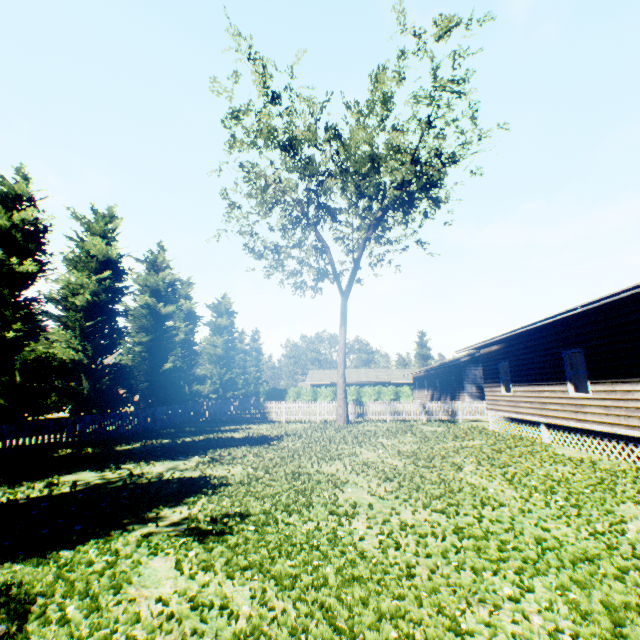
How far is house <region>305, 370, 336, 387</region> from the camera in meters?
50.7

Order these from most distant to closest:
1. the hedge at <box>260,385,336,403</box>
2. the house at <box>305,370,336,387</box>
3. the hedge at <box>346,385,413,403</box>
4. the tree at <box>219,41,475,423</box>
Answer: the house at <box>305,370,336,387</box> → the hedge at <box>260,385,336,403</box> → the hedge at <box>346,385,413,403</box> → the tree at <box>219,41,475,423</box>

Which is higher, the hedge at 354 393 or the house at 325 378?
the house at 325 378

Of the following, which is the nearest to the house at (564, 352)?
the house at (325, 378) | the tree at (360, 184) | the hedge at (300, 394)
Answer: the tree at (360, 184)

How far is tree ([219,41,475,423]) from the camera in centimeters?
1669cm

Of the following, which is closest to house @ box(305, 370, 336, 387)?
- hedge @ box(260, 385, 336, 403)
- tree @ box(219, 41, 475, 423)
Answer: hedge @ box(260, 385, 336, 403)

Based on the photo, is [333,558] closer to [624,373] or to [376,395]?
[624,373]
